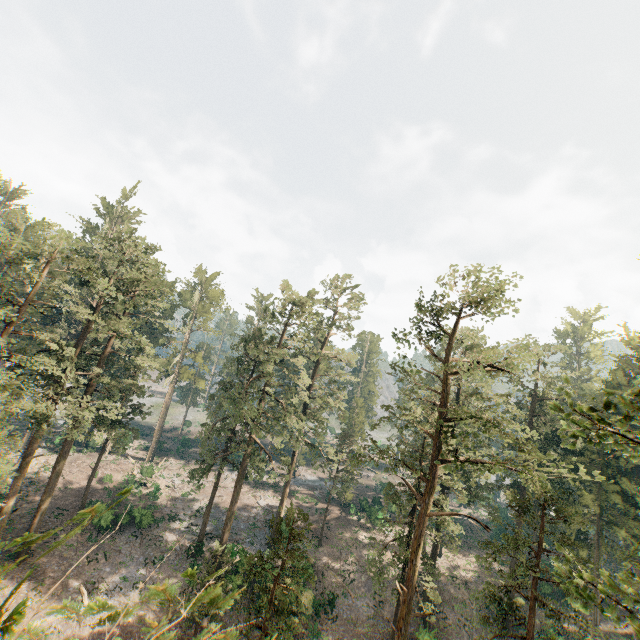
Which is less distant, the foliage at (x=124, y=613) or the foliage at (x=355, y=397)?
the foliage at (x=124, y=613)

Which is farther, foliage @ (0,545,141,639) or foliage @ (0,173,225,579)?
foliage @ (0,173,225,579)

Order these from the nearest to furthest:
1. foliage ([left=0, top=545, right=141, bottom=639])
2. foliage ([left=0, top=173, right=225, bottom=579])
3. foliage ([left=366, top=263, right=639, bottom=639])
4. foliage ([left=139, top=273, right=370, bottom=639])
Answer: foliage ([left=0, top=545, right=141, bottom=639]), foliage ([left=366, top=263, right=639, bottom=639]), foliage ([left=139, top=273, right=370, bottom=639]), foliage ([left=0, top=173, right=225, bottom=579])

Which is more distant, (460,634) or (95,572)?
(460,634)
